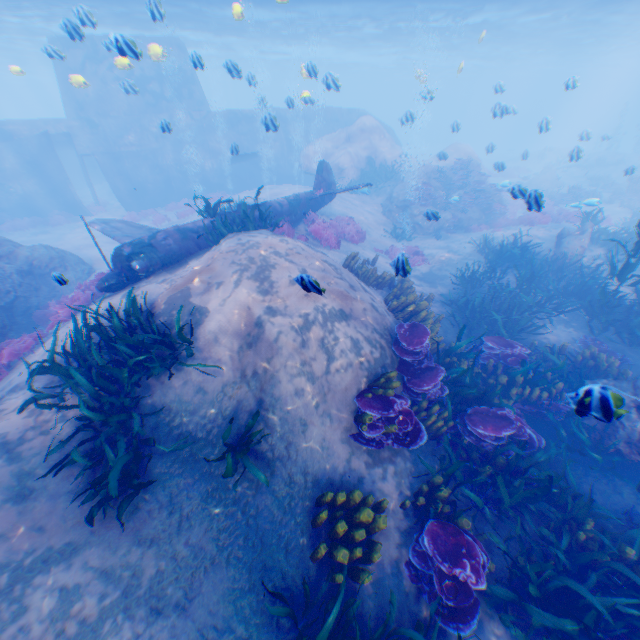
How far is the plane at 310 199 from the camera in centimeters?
1192cm

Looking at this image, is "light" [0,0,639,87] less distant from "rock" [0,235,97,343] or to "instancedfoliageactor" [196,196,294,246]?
"rock" [0,235,97,343]

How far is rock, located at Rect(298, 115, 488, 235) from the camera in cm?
1903

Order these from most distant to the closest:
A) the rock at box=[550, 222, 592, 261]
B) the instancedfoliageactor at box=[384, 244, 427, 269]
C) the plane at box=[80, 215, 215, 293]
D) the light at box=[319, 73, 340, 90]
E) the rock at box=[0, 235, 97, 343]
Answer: the rock at box=[550, 222, 592, 261], the light at box=[319, 73, 340, 90], the rock at box=[0, 235, 97, 343], the plane at box=[80, 215, 215, 293], the instancedfoliageactor at box=[384, 244, 427, 269]

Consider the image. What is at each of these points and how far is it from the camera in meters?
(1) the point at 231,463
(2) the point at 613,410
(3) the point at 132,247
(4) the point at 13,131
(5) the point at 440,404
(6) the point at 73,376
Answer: (1) instancedfoliageactor, 5.0
(2) rock, 3.8
(3) plane, 8.2
(4) submarine, 21.5
(5) instancedfoliageactor, 6.6
(6) instancedfoliageactor, 5.4

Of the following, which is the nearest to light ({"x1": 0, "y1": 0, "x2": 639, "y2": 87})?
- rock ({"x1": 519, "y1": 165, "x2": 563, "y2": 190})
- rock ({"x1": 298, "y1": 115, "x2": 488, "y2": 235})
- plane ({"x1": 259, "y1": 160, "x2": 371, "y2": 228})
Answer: rock ({"x1": 298, "y1": 115, "x2": 488, "y2": 235})

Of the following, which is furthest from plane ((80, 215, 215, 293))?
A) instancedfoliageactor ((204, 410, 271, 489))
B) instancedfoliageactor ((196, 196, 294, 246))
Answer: instancedfoliageactor ((204, 410, 271, 489))

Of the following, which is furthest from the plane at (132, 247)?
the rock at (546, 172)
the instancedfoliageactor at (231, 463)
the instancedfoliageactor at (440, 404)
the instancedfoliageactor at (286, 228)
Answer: the instancedfoliageactor at (231, 463)
